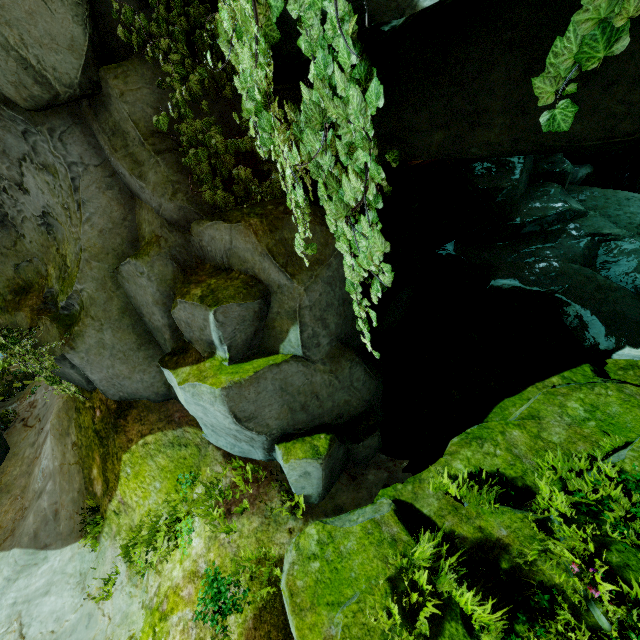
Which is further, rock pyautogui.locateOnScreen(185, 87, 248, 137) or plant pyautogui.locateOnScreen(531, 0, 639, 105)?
rock pyautogui.locateOnScreen(185, 87, 248, 137)

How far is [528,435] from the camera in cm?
609

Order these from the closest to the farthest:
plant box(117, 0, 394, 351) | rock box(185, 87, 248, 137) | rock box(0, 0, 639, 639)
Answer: plant box(117, 0, 394, 351)
rock box(0, 0, 639, 639)
rock box(185, 87, 248, 137)

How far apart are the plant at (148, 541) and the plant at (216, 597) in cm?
63

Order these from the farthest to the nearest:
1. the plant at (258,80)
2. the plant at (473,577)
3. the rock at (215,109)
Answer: the rock at (215,109), the plant at (473,577), the plant at (258,80)

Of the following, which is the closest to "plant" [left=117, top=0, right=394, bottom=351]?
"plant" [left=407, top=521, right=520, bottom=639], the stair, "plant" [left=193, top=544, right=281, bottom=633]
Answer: "plant" [left=407, top=521, right=520, bottom=639]

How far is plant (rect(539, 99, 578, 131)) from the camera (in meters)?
1.47
